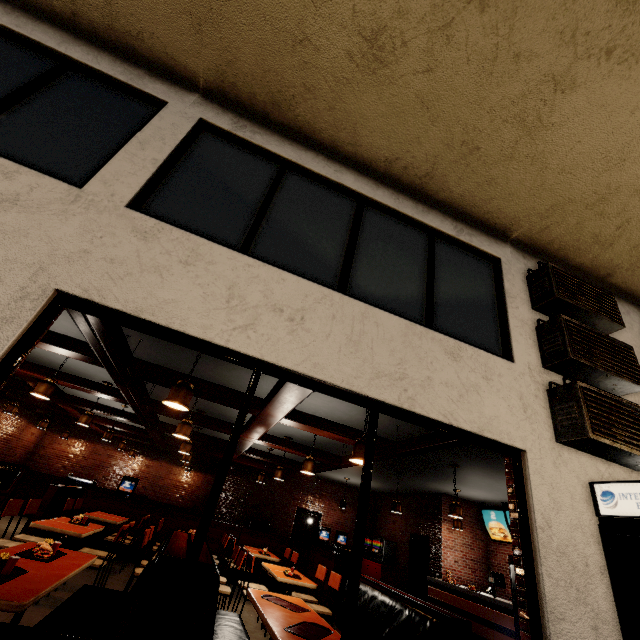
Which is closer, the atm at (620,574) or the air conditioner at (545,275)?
the atm at (620,574)

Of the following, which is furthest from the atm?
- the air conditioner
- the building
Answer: the air conditioner

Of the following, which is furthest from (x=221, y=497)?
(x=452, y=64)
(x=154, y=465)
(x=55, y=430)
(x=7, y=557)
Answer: (x=452, y=64)

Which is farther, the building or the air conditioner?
the air conditioner

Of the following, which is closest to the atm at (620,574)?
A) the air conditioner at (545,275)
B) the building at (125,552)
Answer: the building at (125,552)

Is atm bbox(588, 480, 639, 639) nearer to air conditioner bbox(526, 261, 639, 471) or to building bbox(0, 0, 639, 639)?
building bbox(0, 0, 639, 639)

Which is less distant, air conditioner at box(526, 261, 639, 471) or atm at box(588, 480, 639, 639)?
atm at box(588, 480, 639, 639)
